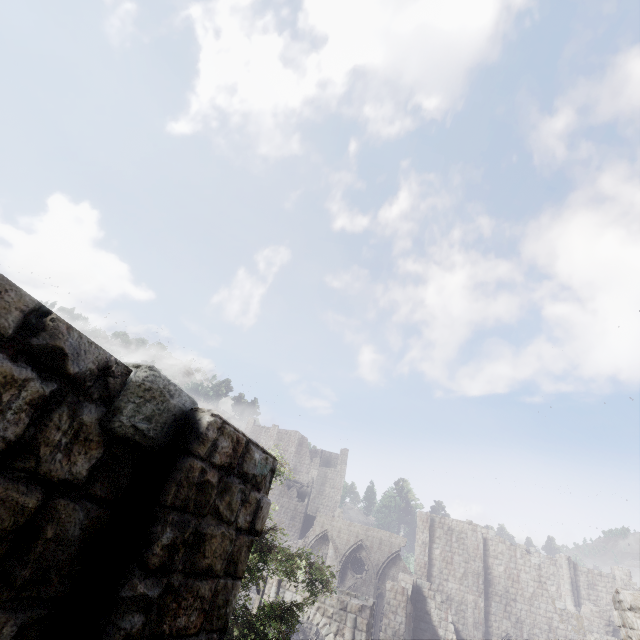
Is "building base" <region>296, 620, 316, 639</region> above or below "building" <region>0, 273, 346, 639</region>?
below

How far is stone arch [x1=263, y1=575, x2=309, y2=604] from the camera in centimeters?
1784cm

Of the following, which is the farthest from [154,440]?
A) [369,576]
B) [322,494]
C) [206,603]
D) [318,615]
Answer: [322,494]

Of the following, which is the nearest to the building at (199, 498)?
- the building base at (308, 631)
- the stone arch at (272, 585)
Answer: the stone arch at (272, 585)

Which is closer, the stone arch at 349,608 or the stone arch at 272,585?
the stone arch at 349,608

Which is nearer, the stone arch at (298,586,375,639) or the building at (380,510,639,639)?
the stone arch at (298,586,375,639)

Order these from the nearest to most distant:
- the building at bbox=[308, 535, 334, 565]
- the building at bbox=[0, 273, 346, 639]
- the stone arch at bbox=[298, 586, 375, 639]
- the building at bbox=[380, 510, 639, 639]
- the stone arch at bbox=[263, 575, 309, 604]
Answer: the building at bbox=[0, 273, 346, 639]
the stone arch at bbox=[298, 586, 375, 639]
the stone arch at bbox=[263, 575, 309, 604]
the building at bbox=[380, 510, 639, 639]
the building at bbox=[308, 535, 334, 565]

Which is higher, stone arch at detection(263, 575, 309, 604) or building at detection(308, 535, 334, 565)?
building at detection(308, 535, 334, 565)
